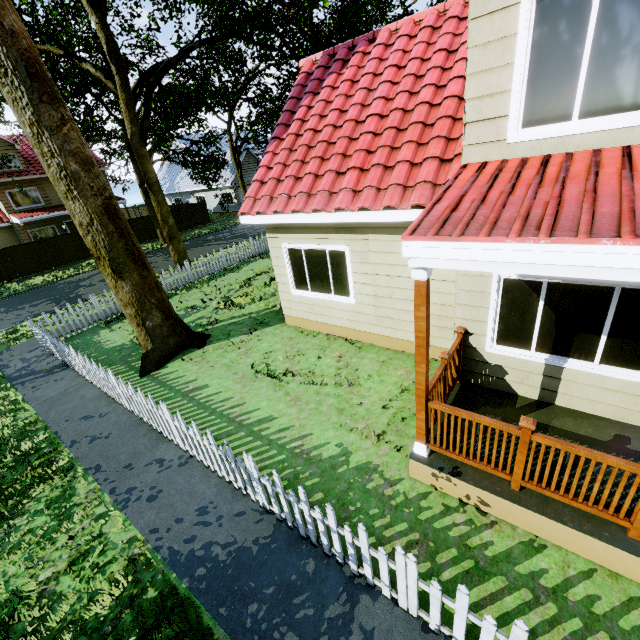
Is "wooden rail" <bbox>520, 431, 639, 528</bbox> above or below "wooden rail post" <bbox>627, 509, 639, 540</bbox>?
above

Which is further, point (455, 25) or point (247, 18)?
point (247, 18)

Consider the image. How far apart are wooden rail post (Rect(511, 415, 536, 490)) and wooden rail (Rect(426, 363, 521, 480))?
0.0 meters

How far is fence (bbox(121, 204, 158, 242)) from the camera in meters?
27.5

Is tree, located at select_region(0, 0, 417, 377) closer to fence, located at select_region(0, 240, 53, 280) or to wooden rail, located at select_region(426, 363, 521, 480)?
fence, located at select_region(0, 240, 53, 280)

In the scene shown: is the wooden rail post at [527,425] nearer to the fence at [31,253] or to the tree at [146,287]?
the fence at [31,253]

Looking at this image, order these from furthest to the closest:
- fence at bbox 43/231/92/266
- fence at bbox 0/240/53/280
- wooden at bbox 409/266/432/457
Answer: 1. fence at bbox 43/231/92/266
2. fence at bbox 0/240/53/280
3. wooden at bbox 409/266/432/457

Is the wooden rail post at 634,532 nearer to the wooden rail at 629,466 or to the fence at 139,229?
the wooden rail at 629,466
